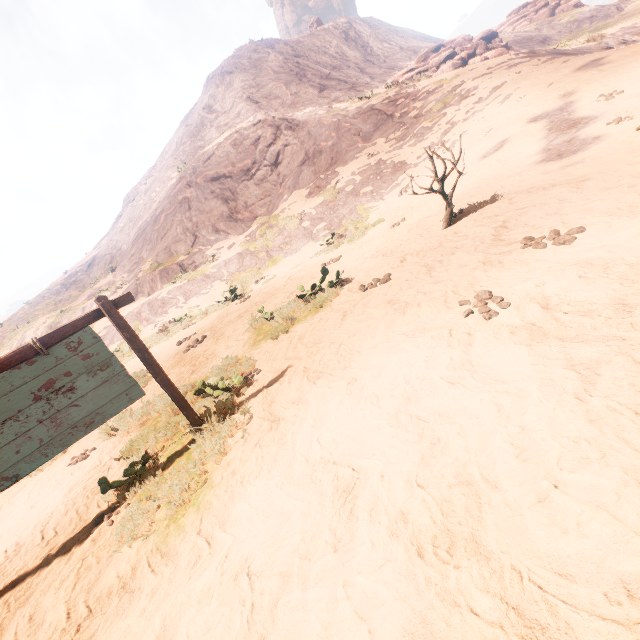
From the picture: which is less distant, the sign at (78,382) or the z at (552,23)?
the z at (552,23)

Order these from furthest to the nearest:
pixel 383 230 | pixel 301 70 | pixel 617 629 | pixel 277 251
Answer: pixel 301 70 → pixel 277 251 → pixel 383 230 → pixel 617 629

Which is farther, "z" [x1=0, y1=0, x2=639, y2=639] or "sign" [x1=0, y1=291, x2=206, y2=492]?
"sign" [x1=0, y1=291, x2=206, y2=492]
